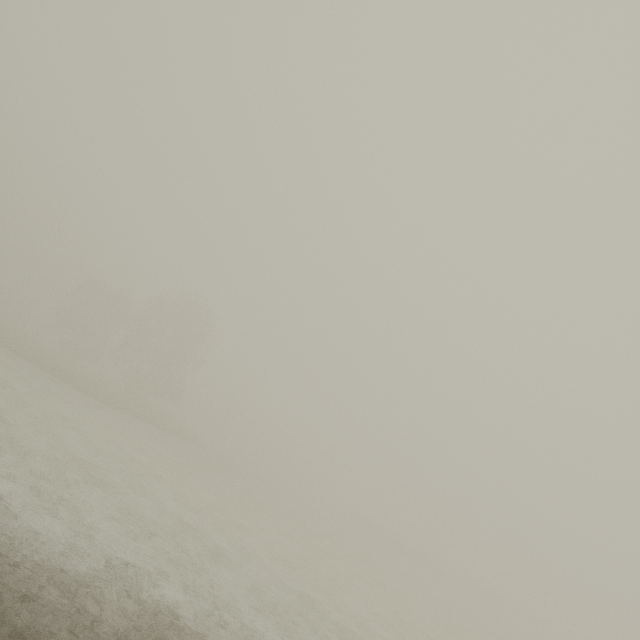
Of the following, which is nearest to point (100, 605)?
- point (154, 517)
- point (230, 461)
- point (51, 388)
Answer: point (154, 517)
